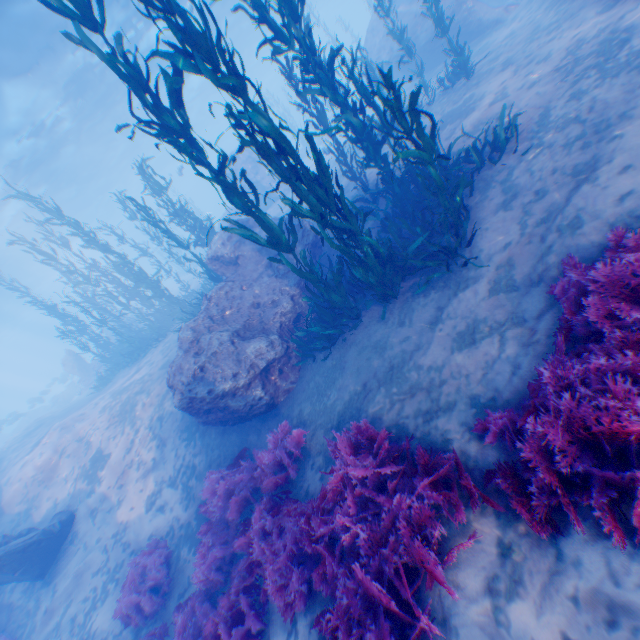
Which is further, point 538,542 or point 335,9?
point 335,9

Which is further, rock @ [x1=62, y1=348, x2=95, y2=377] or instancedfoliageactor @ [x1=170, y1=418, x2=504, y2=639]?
rock @ [x1=62, y1=348, x2=95, y2=377]

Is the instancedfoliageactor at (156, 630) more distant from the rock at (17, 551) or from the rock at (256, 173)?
the rock at (17, 551)

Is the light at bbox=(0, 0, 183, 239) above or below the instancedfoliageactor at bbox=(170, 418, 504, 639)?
above

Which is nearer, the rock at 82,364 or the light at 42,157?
the light at 42,157

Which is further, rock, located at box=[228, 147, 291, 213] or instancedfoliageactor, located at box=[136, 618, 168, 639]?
rock, located at box=[228, 147, 291, 213]

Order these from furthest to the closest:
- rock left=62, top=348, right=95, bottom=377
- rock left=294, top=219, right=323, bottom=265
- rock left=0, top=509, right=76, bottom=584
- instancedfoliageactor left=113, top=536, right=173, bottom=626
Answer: rock left=62, top=348, right=95, bottom=377, rock left=294, top=219, right=323, bottom=265, rock left=0, top=509, right=76, bottom=584, instancedfoliageactor left=113, top=536, right=173, bottom=626

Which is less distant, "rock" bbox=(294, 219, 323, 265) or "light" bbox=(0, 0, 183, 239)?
"rock" bbox=(294, 219, 323, 265)
